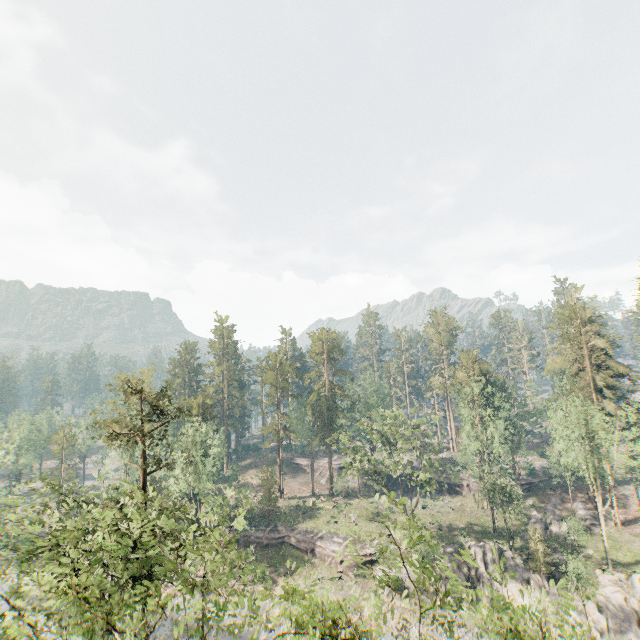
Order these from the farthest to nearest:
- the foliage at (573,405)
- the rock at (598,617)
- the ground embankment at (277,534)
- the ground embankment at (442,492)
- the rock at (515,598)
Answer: the ground embankment at (442,492) < the ground embankment at (277,534) < the foliage at (573,405) < the rock at (515,598) < the rock at (598,617)

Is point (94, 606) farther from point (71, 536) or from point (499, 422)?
point (499, 422)

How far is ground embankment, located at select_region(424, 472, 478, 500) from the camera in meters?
55.7 m

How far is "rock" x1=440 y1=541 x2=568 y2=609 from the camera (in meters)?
34.89

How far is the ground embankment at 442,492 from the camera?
55.69m

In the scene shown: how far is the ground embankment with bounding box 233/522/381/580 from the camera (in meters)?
41.97

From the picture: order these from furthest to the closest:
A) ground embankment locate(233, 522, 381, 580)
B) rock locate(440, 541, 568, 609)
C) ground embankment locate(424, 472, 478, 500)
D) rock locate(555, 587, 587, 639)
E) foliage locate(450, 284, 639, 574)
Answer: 1. ground embankment locate(424, 472, 478, 500)
2. ground embankment locate(233, 522, 381, 580)
3. foliage locate(450, 284, 639, 574)
4. rock locate(440, 541, 568, 609)
5. rock locate(555, 587, 587, 639)

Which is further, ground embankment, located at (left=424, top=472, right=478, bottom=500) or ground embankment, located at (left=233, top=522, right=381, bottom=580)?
ground embankment, located at (left=424, top=472, right=478, bottom=500)
